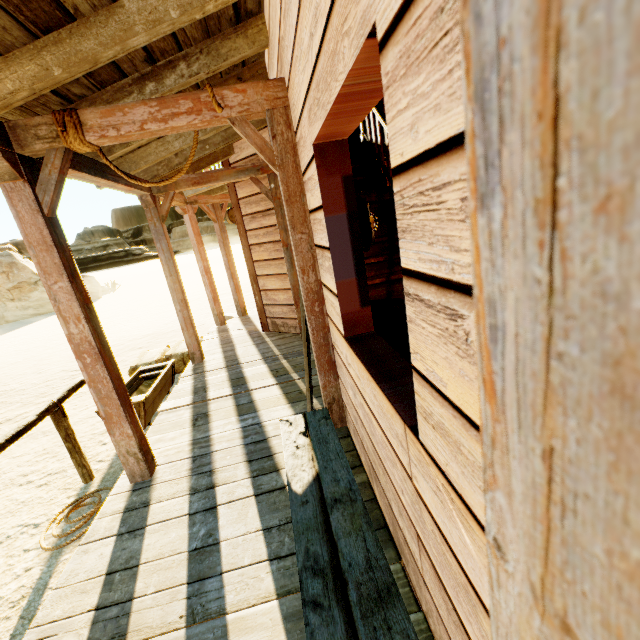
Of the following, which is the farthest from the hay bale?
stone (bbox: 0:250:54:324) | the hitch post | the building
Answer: stone (bbox: 0:250:54:324)

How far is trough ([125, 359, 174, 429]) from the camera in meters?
4.2

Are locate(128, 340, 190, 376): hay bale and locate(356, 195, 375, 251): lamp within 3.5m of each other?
no

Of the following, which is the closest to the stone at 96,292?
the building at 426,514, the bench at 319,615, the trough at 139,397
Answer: the building at 426,514

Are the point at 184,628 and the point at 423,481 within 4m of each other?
yes

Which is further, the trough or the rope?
the trough

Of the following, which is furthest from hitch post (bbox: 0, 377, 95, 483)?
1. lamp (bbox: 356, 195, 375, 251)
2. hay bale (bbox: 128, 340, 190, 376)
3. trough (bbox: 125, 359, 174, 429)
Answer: lamp (bbox: 356, 195, 375, 251)

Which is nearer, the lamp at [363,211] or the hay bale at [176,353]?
the lamp at [363,211]
